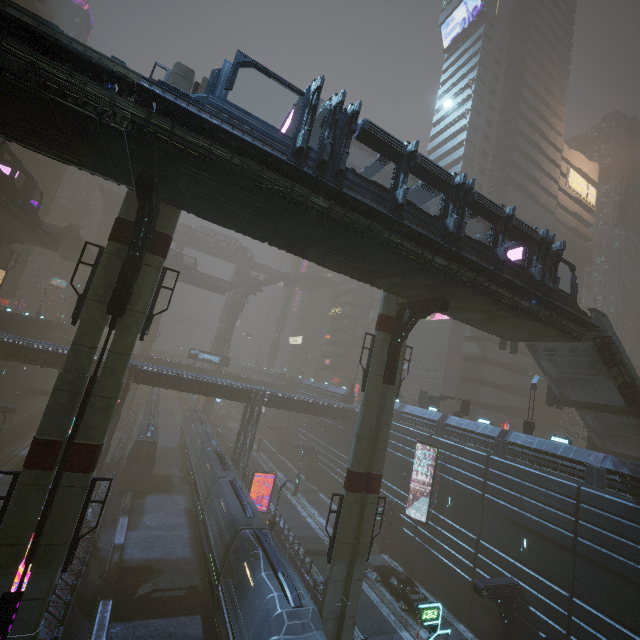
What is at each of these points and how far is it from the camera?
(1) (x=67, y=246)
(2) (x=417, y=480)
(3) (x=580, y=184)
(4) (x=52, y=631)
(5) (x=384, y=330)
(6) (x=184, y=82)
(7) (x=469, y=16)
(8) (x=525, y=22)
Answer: (1) bridge, 52.03m
(2) building, 30.17m
(3) sign, 57.94m
(4) building, 15.13m
(5) sm, 18.95m
(6) sm, 14.85m
(7) sign, 56.97m
(8) building, 54.44m

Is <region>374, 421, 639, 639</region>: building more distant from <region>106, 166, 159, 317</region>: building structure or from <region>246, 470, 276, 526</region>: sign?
<region>106, 166, 159, 317</region>: building structure

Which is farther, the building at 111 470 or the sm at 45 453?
the building at 111 470

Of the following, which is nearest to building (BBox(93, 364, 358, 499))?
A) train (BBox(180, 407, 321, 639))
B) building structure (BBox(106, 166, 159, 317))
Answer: train (BBox(180, 407, 321, 639))

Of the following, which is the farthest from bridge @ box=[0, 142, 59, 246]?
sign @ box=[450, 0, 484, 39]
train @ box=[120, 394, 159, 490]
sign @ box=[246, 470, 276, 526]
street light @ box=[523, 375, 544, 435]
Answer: sign @ box=[450, 0, 484, 39]

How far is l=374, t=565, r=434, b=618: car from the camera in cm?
2261

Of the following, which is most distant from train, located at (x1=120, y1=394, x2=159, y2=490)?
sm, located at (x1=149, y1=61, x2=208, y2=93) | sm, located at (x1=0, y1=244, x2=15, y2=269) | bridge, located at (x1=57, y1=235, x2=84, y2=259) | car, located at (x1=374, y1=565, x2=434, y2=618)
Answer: bridge, located at (x1=57, y1=235, x2=84, y2=259)

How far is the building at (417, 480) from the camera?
28.7 meters
